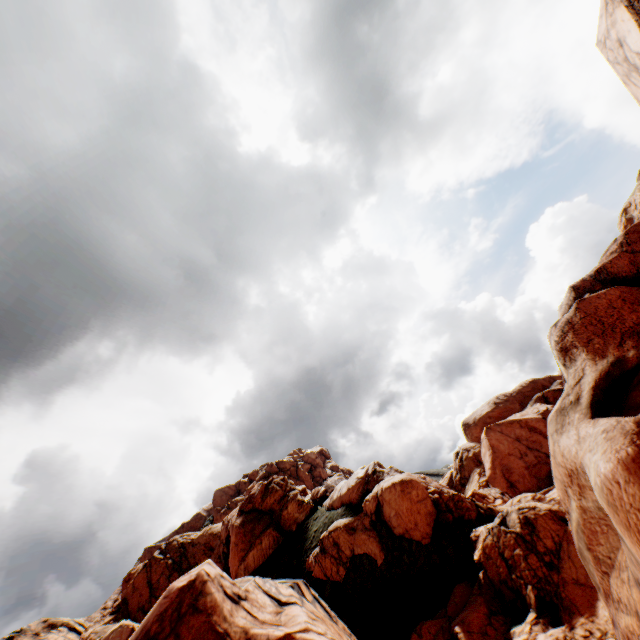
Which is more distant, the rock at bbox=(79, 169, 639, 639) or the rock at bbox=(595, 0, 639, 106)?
the rock at bbox=(79, 169, 639, 639)

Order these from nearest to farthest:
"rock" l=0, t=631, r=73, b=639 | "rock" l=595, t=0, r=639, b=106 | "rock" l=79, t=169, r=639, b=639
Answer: "rock" l=595, t=0, r=639, b=106 → "rock" l=79, t=169, r=639, b=639 → "rock" l=0, t=631, r=73, b=639

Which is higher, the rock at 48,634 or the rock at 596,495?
the rock at 48,634

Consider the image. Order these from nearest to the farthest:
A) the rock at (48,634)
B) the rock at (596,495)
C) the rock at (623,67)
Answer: the rock at (623,67)
the rock at (596,495)
the rock at (48,634)

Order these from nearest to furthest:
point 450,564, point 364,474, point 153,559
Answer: point 450,564, point 364,474, point 153,559

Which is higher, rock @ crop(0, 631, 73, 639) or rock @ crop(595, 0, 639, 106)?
rock @ crop(0, 631, 73, 639)
